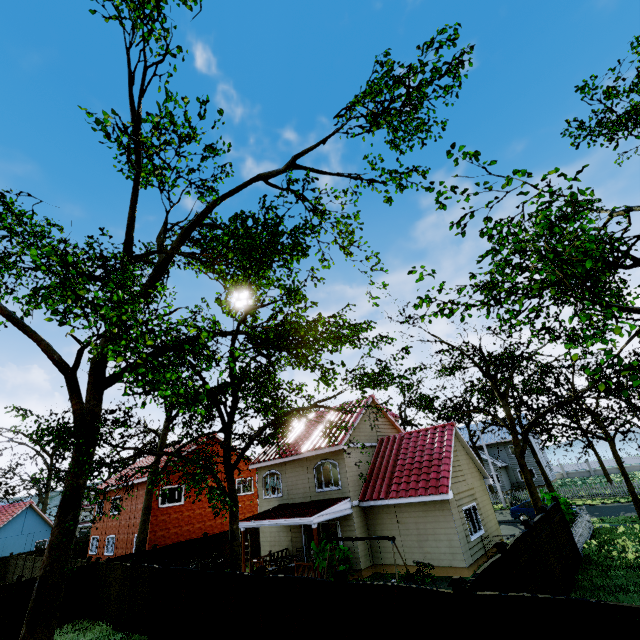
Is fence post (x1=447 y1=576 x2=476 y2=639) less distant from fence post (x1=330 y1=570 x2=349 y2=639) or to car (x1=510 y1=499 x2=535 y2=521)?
fence post (x1=330 y1=570 x2=349 y2=639)

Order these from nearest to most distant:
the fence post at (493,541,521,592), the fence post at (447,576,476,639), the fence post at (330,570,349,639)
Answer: the fence post at (447,576,476,639), the fence post at (330,570,349,639), the fence post at (493,541,521,592)

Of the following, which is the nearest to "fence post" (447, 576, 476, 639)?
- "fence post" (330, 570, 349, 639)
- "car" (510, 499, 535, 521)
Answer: "fence post" (330, 570, 349, 639)

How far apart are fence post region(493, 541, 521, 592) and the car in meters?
20.2 m

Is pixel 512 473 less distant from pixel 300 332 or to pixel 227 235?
pixel 300 332

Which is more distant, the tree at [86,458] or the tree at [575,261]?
the tree at [86,458]

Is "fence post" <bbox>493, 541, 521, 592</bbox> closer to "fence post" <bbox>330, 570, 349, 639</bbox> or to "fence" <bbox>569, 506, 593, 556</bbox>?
"fence" <bbox>569, 506, 593, 556</bbox>

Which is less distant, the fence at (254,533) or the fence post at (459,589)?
the fence post at (459,589)
